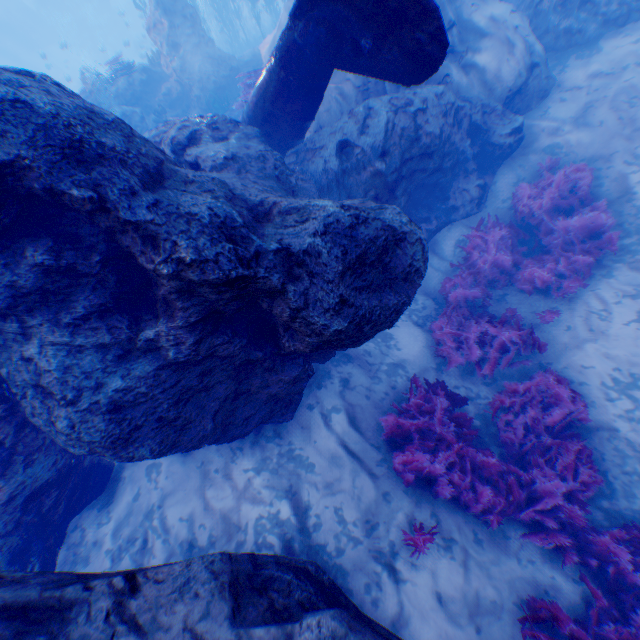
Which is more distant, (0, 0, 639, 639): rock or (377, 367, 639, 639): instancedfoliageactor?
(377, 367, 639, 639): instancedfoliageactor

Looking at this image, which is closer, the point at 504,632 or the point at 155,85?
the point at 504,632

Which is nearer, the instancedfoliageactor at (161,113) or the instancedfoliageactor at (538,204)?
the instancedfoliageactor at (538,204)

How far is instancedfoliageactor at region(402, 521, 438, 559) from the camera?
4.2m

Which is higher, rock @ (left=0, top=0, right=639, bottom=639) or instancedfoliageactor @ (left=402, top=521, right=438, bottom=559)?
rock @ (left=0, top=0, right=639, bottom=639)

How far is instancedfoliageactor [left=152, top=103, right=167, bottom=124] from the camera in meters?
13.6 m

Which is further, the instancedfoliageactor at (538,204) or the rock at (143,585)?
the instancedfoliageactor at (538,204)

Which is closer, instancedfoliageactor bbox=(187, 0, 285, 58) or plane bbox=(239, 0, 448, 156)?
plane bbox=(239, 0, 448, 156)
